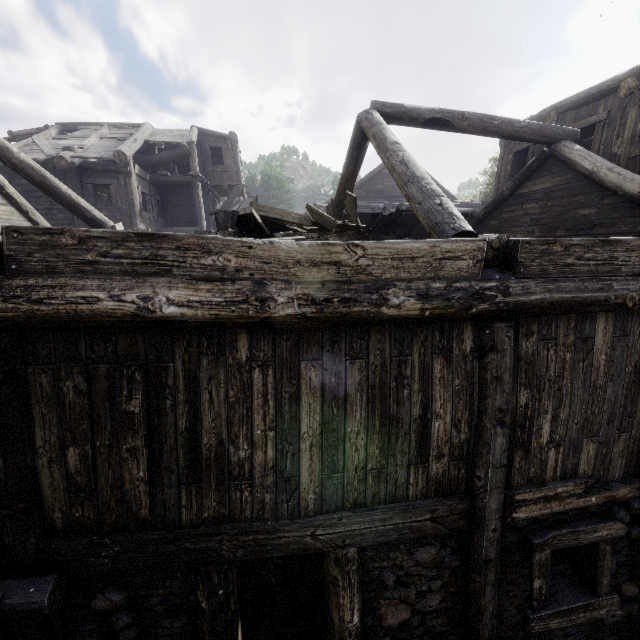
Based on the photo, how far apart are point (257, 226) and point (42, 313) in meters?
3.2

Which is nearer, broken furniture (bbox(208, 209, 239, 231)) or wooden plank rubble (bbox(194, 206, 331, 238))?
wooden plank rubble (bbox(194, 206, 331, 238))

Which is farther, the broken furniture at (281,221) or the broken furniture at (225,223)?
the broken furniture at (225,223)

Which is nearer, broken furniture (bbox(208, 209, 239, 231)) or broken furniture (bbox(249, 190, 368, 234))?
broken furniture (bbox(249, 190, 368, 234))

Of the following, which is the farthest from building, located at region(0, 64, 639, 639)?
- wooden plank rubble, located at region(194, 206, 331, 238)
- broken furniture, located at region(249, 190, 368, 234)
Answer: broken furniture, located at region(249, 190, 368, 234)

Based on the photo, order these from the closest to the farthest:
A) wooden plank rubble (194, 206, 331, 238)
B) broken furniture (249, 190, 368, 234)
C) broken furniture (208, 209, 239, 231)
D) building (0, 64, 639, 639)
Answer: building (0, 64, 639, 639), wooden plank rubble (194, 206, 331, 238), broken furniture (249, 190, 368, 234), broken furniture (208, 209, 239, 231)

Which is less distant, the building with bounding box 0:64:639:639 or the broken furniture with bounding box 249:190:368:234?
the building with bounding box 0:64:639:639

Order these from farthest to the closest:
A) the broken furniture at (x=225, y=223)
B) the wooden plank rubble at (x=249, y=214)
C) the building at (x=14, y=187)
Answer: the broken furniture at (x=225, y=223) < the wooden plank rubble at (x=249, y=214) < the building at (x=14, y=187)
